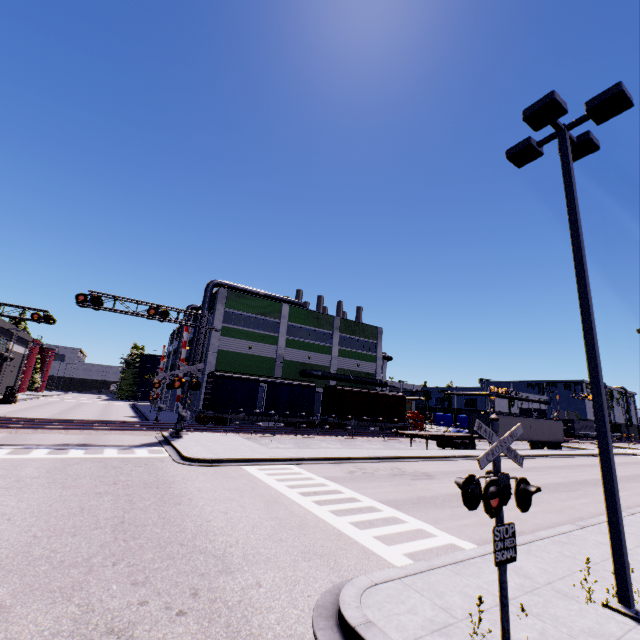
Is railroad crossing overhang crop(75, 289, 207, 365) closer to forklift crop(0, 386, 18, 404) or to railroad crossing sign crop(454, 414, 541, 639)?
railroad crossing sign crop(454, 414, 541, 639)

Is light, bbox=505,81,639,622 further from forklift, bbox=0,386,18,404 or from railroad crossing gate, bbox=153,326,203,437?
forklift, bbox=0,386,18,404

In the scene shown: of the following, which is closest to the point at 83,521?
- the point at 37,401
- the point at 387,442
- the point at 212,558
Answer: the point at 212,558

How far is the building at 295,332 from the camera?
36.19m

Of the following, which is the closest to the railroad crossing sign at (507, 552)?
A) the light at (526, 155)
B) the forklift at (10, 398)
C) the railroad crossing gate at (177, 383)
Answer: the light at (526, 155)

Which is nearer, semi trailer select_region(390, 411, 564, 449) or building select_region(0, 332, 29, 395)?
semi trailer select_region(390, 411, 564, 449)

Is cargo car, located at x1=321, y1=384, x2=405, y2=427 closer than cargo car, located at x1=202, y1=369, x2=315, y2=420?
No

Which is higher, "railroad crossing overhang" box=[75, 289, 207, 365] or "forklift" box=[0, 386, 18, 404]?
"railroad crossing overhang" box=[75, 289, 207, 365]
